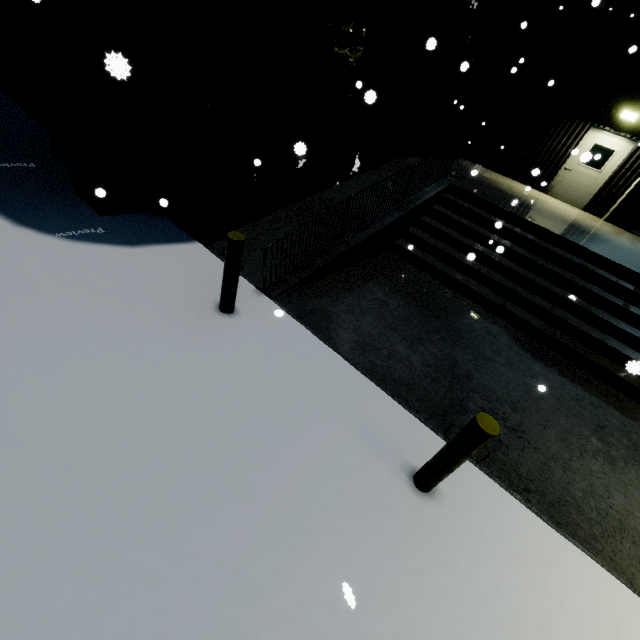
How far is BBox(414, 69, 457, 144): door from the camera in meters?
11.9

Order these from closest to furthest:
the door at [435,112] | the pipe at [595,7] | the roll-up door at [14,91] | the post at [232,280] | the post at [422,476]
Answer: the post at [422,476]
the post at [232,280]
the roll-up door at [14,91]
the pipe at [595,7]
the door at [435,112]

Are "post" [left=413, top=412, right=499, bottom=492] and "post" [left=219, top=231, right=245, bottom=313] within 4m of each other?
yes

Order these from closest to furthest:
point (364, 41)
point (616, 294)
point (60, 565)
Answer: point (60, 565)
point (616, 294)
point (364, 41)

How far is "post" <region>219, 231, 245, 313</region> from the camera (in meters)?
3.80

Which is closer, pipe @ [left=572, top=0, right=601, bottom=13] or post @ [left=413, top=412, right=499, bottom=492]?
post @ [left=413, top=412, right=499, bottom=492]

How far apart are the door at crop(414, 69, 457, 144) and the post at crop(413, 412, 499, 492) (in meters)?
12.75

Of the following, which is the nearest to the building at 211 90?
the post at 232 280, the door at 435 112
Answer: the door at 435 112
